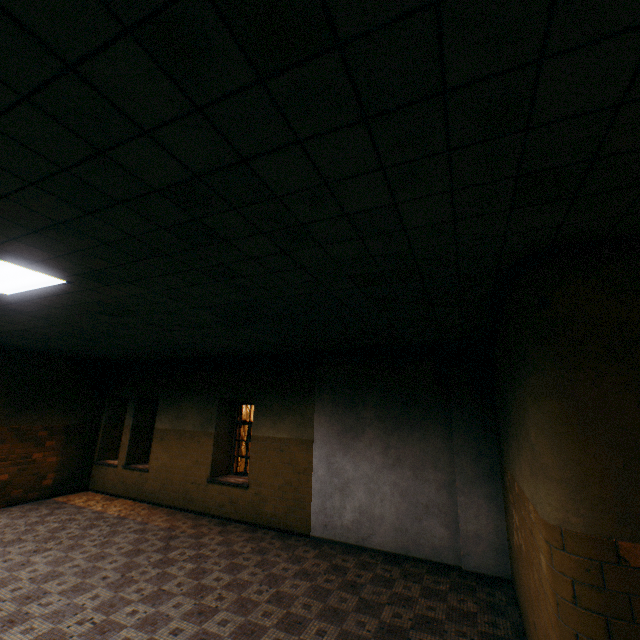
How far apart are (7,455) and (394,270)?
11.10m
